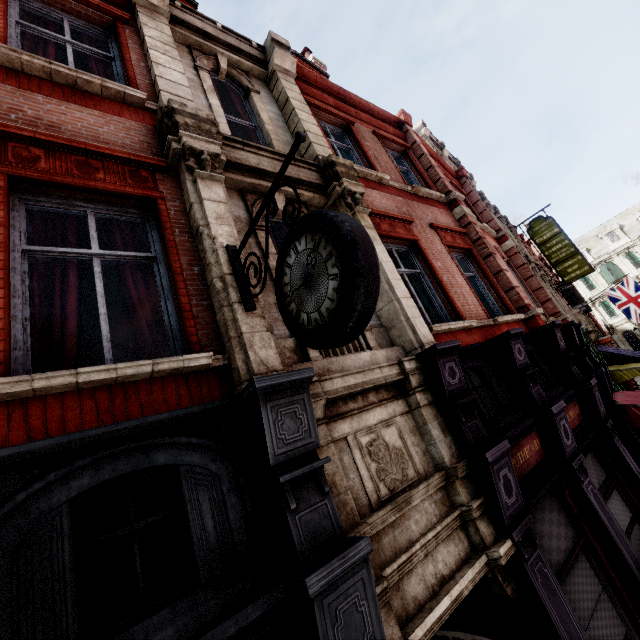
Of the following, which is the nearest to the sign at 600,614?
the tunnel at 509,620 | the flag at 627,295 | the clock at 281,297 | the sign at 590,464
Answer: the tunnel at 509,620

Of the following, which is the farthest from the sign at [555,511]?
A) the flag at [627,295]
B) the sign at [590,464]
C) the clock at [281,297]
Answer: the flag at [627,295]

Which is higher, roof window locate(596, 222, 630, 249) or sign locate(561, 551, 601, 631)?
roof window locate(596, 222, 630, 249)

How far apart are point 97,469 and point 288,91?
7.8 meters

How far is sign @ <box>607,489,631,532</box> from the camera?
6.0 meters

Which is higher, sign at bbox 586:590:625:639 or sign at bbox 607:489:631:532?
sign at bbox 607:489:631:532

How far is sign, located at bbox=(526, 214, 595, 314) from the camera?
18.2m

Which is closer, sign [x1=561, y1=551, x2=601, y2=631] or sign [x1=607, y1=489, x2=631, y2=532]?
sign [x1=561, y1=551, x2=601, y2=631]
